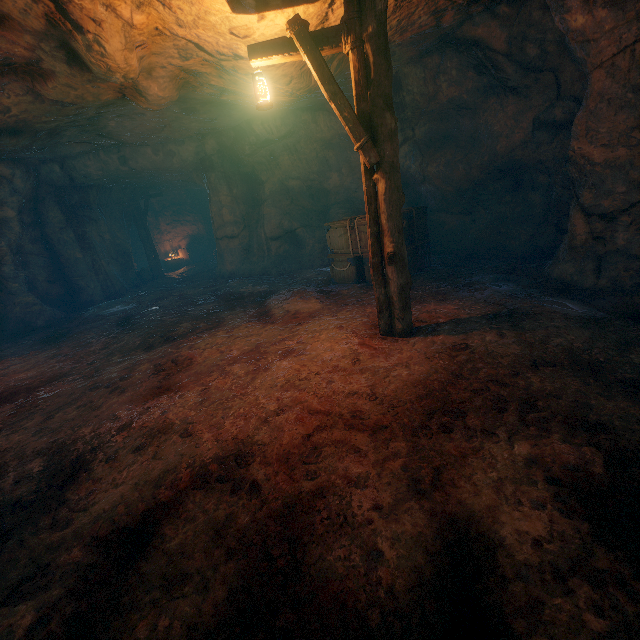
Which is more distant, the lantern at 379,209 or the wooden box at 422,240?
the wooden box at 422,240

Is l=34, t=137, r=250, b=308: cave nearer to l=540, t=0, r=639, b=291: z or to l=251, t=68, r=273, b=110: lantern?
l=251, t=68, r=273, b=110: lantern

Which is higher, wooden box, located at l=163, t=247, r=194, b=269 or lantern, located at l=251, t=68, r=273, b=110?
lantern, located at l=251, t=68, r=273, b=110

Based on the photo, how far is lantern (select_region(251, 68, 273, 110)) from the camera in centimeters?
418cm

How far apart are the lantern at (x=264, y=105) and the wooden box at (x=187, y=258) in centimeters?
1820cm

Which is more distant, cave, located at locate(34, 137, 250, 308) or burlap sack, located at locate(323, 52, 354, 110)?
cave, located at locate(34, 137, 250, 308)

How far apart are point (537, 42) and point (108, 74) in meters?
7.7 m

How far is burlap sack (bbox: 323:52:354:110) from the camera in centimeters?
642cm
